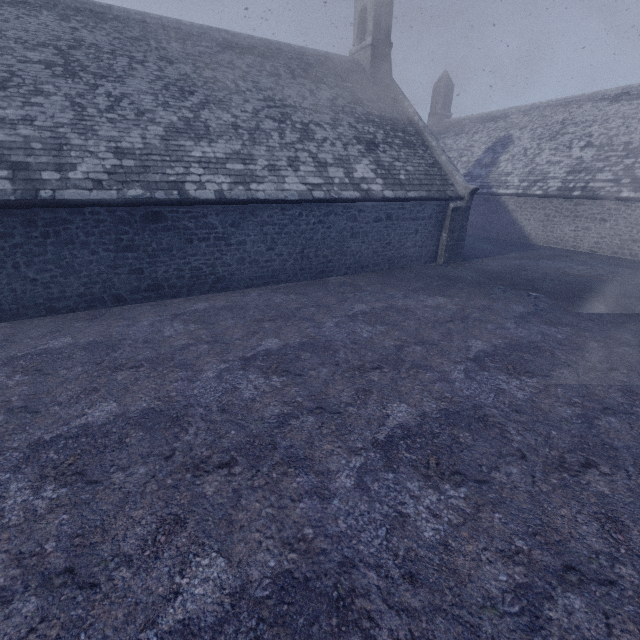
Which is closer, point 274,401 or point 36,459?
point 36,459
